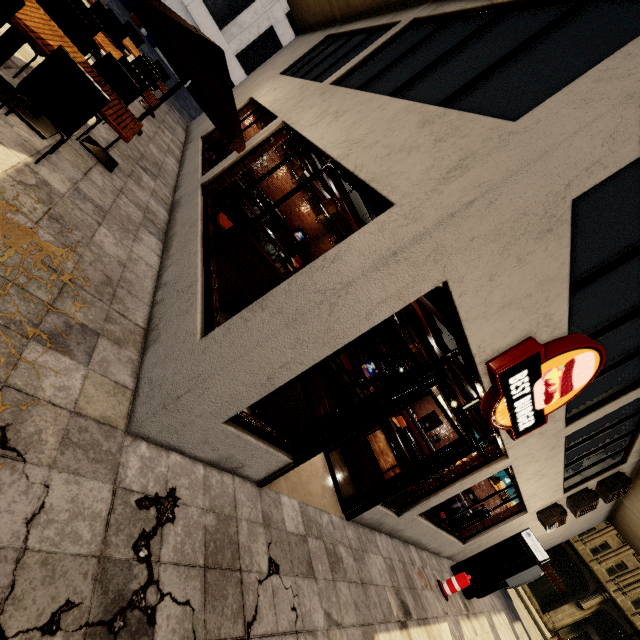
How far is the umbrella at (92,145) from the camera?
4.59m

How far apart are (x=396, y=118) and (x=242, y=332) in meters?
2.8

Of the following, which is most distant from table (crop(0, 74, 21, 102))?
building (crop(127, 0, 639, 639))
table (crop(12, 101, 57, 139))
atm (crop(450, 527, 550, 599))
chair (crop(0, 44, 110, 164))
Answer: atm (crop(450, 527, 550, 599))

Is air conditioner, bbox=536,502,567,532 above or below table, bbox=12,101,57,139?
above

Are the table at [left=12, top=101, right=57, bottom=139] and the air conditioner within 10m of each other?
no

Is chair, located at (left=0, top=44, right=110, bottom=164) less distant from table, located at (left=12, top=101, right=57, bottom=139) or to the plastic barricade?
table, located at (left=12, top=101, right=57, bottom=139)

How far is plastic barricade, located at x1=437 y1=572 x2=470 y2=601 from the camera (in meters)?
7.14

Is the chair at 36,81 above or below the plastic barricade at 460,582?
above
